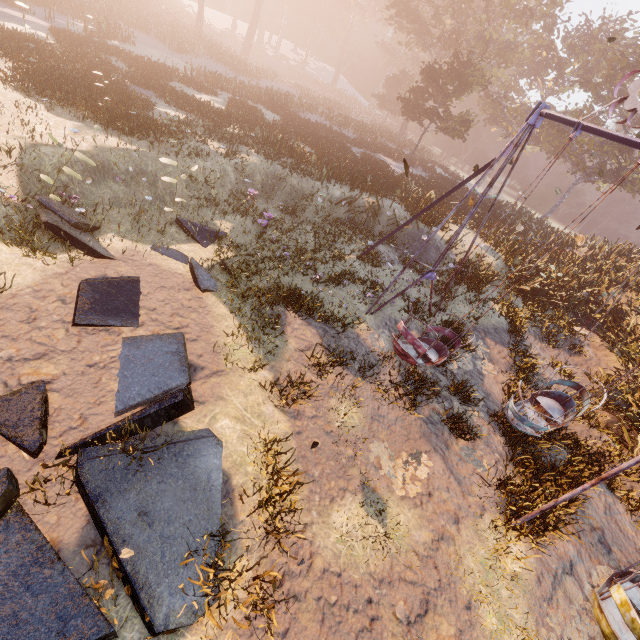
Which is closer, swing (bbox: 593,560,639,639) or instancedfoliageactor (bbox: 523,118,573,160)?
swing (bbox: 593,560,639,639)

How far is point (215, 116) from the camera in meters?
16.9

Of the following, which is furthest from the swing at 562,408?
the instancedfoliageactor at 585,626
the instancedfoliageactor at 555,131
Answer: the instancedfoliageactor at 555,131

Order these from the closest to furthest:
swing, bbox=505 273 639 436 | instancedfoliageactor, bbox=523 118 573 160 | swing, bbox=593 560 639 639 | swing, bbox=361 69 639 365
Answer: swing, bbox=593 560 639 639, swing, bbox=361 69 639 365, swing, bbox=505 273 639 436, instancedfoliageactor, bbox=523 118 573 160

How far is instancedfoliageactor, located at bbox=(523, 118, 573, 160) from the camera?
32.7 meters

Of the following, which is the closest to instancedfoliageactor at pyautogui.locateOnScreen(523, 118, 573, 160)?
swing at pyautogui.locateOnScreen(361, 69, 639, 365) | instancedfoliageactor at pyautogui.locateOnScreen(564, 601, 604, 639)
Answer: swing at pyautogui.locateOnScreen(361, 69, 639, 365)

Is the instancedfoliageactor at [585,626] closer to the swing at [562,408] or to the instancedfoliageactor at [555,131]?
the swing at [562,408]
